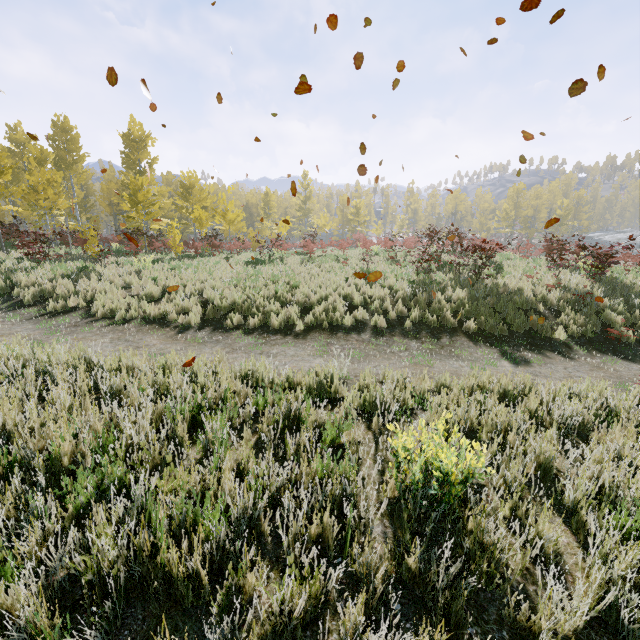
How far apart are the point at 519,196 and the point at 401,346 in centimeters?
5428cm

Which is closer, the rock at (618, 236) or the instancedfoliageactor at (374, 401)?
the instancedfoliageactor at (374, 401)

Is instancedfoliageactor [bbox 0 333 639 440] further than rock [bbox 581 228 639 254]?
No

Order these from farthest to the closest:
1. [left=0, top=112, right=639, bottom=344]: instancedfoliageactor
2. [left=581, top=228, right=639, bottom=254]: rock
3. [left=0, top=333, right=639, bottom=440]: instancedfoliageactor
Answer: [left=581, top=228, right=639, bottom=254]: rock, [left=0, top=112, right=639, bottom=344]: instancedfoliageactor, [left=0, top=333, right=639, bottom=440]: instancedfoliageactor

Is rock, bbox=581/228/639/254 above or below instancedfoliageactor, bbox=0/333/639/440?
above

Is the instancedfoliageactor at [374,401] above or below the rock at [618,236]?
below

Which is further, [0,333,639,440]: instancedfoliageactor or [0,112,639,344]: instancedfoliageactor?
[0,112,639,344]: instancedfoliageactor
